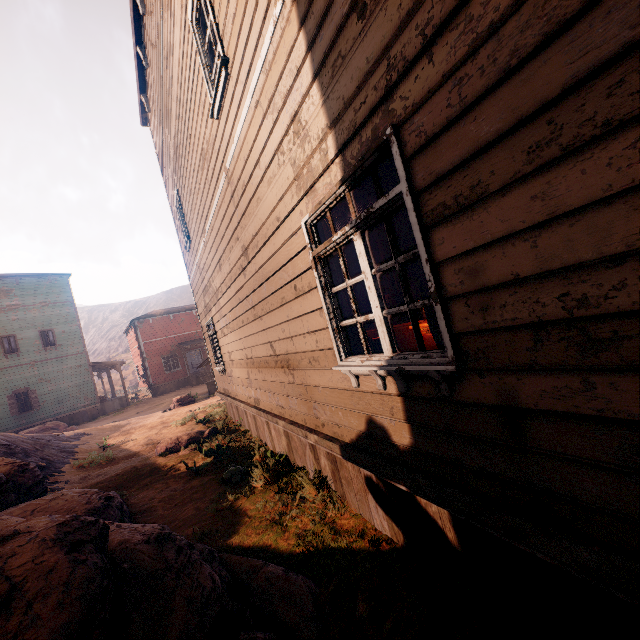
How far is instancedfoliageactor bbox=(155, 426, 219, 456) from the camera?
8.59m

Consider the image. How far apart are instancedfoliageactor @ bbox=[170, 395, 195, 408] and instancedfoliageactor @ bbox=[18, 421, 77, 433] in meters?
7.4

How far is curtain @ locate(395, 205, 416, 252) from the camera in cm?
221

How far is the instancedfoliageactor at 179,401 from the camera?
17.5 meters

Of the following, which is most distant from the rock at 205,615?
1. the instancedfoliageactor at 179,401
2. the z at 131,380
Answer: the instancedfoliageactor at 179,401

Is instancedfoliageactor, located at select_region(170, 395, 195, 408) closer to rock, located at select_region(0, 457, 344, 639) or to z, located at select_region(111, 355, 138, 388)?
z, located at select_region(111, 355, 138, 388)

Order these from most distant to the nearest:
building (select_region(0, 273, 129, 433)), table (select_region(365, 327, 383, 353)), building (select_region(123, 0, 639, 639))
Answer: building (select_region(0, 273, 129, 433)), table (select_region(365, 327, 383, 353)), building (select_region(123, 0, 639, 639))

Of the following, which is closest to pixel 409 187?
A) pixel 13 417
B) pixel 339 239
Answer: pixel 339 239
